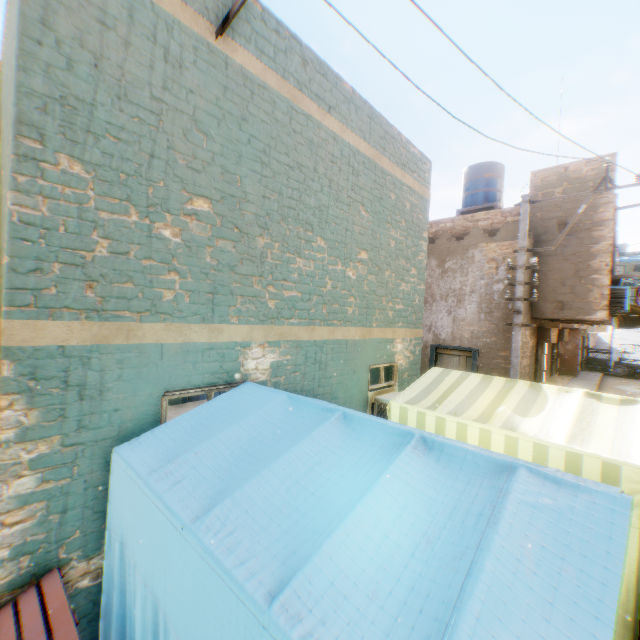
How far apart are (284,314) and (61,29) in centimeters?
328cm

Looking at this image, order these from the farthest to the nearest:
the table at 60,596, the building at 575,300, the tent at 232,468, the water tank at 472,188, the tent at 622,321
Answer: the water tank at 472,188 → the tent at 622,321 → the building at 575,300 → the table at 60,596 → the tent at 232,468

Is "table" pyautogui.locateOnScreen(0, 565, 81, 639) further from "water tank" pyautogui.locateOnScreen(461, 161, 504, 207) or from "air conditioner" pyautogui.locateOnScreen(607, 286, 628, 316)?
"water tank" pyautogui.locateOnScreen(461, 161, 504, 207)

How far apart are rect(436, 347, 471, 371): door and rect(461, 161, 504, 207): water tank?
6.5m

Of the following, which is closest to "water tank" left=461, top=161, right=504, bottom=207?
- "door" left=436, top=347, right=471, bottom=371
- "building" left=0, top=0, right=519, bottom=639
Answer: "building" left=0, top=0, right=519, bottom=639

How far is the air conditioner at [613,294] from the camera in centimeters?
995cm

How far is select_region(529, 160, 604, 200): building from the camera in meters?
9.7 m

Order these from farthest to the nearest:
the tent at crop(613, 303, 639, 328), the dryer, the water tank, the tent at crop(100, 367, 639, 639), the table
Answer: the water tank < the tent at crop(613, 303, 639, 328) < the dryer < the table < the tent at crop(100, 367, 639, 639)
